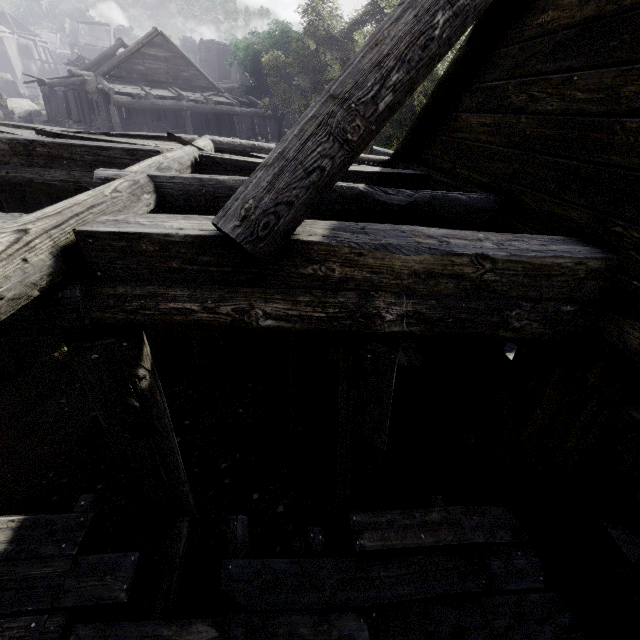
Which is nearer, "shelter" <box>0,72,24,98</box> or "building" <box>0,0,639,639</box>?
"building" <box>0,0,639,639</box>

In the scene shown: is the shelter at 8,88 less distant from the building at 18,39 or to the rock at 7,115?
the rock at 7,115

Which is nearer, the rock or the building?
the building

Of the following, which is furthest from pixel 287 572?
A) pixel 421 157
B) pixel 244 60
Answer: pixel 244 60

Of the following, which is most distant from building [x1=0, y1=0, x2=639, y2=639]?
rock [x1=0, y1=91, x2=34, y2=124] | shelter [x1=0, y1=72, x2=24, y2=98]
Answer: shelter [x1=0, y1=72, x2=24, y2=98]

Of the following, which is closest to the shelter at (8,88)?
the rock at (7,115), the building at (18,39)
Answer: the rock at (7,115)

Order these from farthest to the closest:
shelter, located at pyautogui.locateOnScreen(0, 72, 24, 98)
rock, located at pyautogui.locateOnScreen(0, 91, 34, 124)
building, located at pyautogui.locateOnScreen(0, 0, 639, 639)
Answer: shelter, located at pyautogui.locateOnScreen(0, 72, 24, 98), rock, located at pyautogui.locateOnScreen(0, 91, 34, 124), building, located at pyautogui.locateOnScreen(0, 0, 639, 639)
